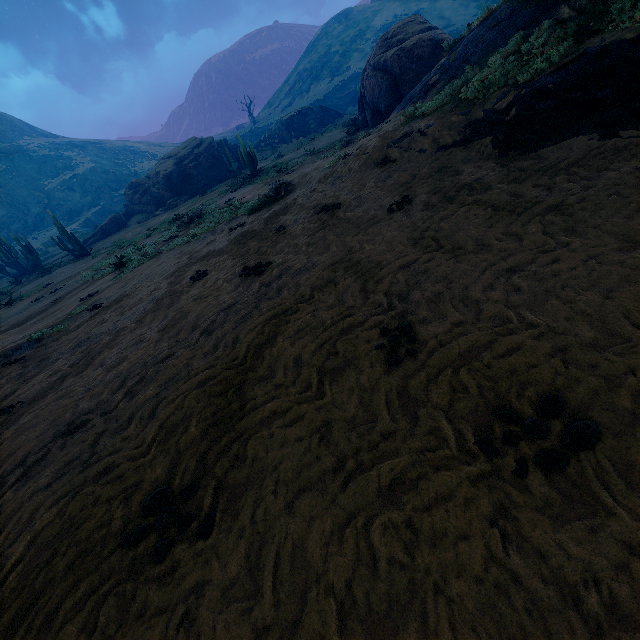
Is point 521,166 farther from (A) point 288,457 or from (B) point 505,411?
(A) point 288,457

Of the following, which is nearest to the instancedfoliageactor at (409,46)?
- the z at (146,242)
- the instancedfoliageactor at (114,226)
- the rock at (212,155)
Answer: the rock at (212,155)

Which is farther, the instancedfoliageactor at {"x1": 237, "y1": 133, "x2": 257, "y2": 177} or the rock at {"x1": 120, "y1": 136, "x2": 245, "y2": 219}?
the rock at {"x1": 120, "y1": 136, "x2": 245, "y2": 219}

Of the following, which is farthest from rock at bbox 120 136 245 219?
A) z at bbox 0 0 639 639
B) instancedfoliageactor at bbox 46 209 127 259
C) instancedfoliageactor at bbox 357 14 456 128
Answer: z at bbox 0 0 639 639

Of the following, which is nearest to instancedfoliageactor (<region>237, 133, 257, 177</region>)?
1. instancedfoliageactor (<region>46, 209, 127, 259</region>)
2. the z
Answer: the z

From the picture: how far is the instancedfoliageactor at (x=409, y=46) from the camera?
16.7 meters

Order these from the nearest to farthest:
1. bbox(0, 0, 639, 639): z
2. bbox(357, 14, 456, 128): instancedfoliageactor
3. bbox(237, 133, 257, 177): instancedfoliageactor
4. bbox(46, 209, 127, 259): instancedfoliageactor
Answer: bbox(0, 0, 639, 639): z
bbox(357, 14, 456, 128): instancedfoliageactor
bbox(237, 133, 257, 177): instancedfoliageactor
bbox(46, 209, 127, 259): instancedfoliageactor
